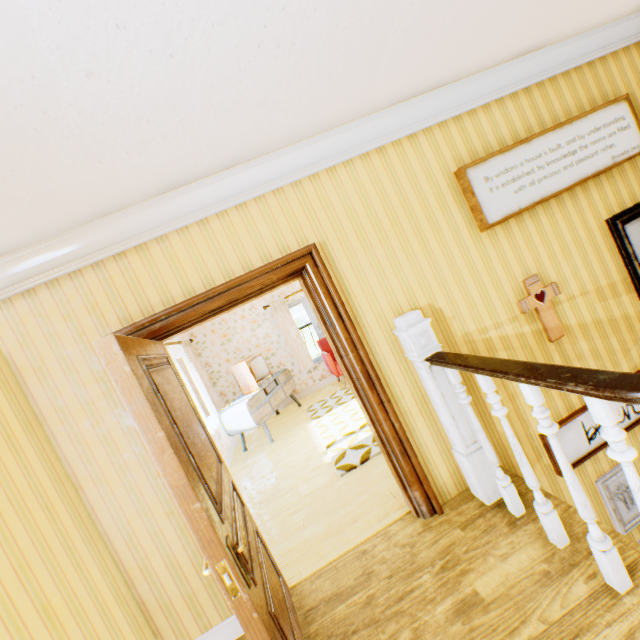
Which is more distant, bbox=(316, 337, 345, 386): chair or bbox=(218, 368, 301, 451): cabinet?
bbox=(316, 337, 345, 386): chair

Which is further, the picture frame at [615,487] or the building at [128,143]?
the picture frame at [615,487]

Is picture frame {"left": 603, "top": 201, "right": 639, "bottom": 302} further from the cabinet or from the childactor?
the cabinet

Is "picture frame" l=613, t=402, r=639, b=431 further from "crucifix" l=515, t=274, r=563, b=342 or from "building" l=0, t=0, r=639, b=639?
"crucifix" l=515, t=274, r=563, b=342

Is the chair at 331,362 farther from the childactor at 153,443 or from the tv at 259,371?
the childactor at 153,443

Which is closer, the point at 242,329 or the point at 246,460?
the point at 246,460

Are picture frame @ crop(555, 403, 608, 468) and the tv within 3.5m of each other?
no

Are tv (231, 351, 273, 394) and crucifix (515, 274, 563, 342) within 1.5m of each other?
no
